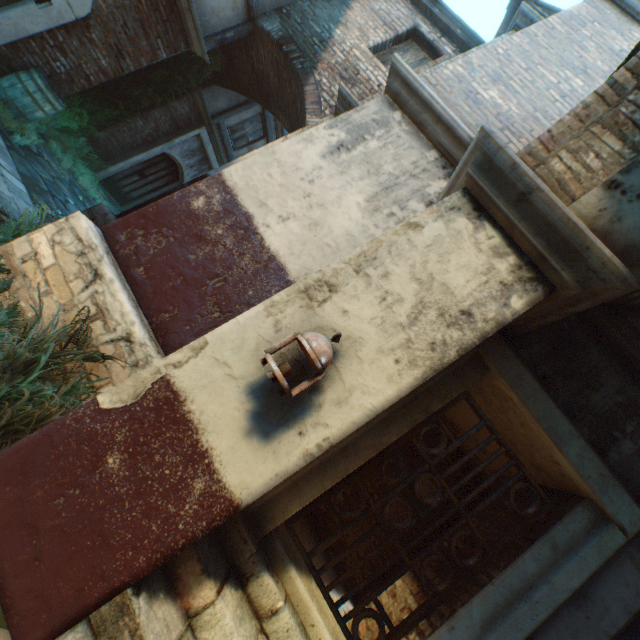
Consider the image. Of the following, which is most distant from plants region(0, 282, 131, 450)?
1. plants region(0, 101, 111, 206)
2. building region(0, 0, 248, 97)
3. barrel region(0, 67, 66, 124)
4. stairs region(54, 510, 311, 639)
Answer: plants region(0, 101, 111, 206)

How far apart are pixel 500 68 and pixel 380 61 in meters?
3.9

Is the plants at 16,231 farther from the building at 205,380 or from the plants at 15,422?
the plants at 15,422

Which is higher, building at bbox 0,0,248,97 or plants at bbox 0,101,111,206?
building at bbox 0,0,248,97

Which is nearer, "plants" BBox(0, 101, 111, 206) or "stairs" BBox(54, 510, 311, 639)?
"stairs" BBox(54, 510, 311, 639)

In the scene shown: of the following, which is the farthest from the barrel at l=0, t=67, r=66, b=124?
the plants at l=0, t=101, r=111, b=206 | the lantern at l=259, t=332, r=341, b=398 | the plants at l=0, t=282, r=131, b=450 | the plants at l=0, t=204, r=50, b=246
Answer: the lantern at l=259, t=332, r=341, b=398

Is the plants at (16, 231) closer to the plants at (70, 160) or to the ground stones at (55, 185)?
the ground stones at (55, 185)

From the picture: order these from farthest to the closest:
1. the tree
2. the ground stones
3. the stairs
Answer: the tree, the ground stones, the stairs
